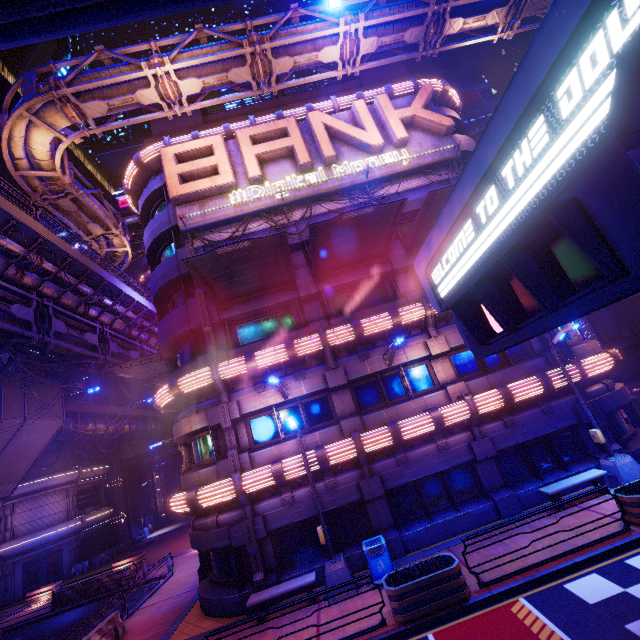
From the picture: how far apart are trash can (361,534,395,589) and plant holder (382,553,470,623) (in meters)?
1.16

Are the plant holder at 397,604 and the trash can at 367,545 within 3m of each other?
yes

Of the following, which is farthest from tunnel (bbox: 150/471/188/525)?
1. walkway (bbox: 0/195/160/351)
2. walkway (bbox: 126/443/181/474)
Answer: walkway (bbox: 0/195/160/351)

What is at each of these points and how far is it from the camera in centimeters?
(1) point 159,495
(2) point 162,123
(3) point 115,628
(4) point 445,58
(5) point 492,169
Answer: (1) tunnel, 4544cm
(2) pillar, 2222cm
(3) fence, 1345cm
(4) satellite dish, 5878cm
(5) sign, 275cm

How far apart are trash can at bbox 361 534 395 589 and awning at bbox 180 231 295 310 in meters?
10.9 m

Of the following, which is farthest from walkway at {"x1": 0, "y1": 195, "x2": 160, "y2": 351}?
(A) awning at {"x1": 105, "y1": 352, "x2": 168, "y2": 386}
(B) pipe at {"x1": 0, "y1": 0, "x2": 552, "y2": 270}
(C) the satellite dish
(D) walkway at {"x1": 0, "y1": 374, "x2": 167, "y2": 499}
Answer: (C) the satellite dish

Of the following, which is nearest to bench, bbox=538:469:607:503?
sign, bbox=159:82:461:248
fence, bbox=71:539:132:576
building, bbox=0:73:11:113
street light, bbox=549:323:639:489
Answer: street light, bbox=549:323:639:489

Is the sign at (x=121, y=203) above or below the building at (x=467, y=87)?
below
